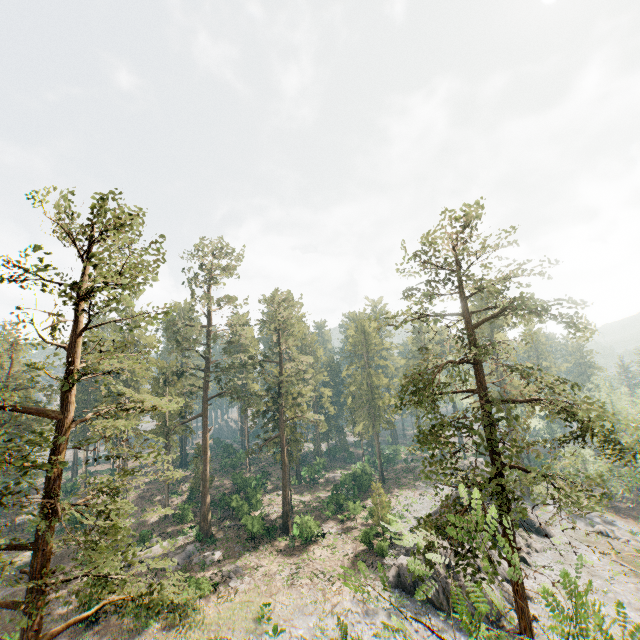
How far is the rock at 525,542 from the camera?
32.8 meters

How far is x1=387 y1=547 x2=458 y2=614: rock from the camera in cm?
2655

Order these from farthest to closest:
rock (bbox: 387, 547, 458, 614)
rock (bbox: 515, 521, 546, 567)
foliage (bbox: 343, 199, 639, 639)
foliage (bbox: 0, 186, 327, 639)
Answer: rock (bbox: 515, 521, 546, 567) → rock (bbox: 387, 547, 458, 614) → foliage (bbox: 0, 186, 327, 639) → foliage (bbox: 343, 199, 639, 639)

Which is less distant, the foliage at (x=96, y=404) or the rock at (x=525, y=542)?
the foliage at (x=96, y=404)

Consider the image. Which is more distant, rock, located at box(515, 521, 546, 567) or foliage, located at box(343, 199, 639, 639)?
rock, located at box(515, 521, 546, 567)

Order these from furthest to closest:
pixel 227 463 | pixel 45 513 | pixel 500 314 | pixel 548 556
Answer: pixel 227 463
pixel 548 556
pixel 500 314
pixel 45 513
